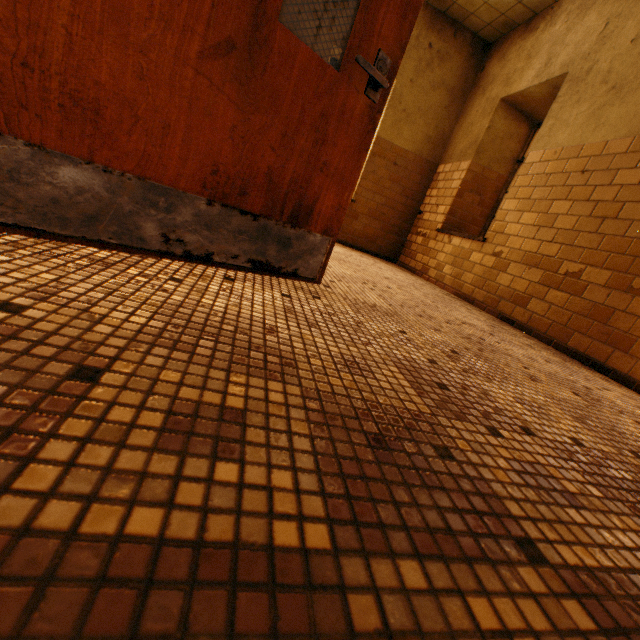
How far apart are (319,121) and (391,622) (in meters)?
1.59
